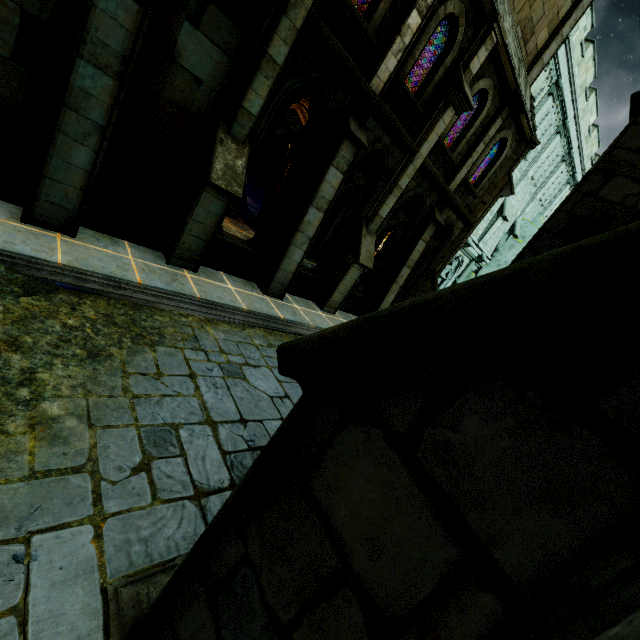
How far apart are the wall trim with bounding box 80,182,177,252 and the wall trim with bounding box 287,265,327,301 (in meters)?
3.14

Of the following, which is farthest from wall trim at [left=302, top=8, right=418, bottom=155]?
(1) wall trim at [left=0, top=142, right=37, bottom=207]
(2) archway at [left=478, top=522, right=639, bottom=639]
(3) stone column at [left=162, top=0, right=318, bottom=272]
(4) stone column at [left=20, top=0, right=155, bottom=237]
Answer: (2) archway at [left=478, top=522, right=639, bottom=639]

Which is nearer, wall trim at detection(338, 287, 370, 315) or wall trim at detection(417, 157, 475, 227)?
wall trim at detection(417, 157, 475, 227)

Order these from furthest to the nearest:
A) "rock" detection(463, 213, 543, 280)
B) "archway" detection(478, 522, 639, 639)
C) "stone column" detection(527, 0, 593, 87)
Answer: "rock" detection(463, 213, 543, 280)
"stone column" detection(527, 0, 593, 87)
"archway" detection(478, 522, 639, 639)

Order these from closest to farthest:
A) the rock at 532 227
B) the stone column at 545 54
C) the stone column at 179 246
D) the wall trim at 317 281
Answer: the stone column at 179 246 < the wall trim at 317 281 < the stone column at 545 54 < the rock at 532 227

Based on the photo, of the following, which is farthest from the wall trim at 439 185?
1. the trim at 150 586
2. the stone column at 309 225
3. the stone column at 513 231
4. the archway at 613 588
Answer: the stone column at 513 231

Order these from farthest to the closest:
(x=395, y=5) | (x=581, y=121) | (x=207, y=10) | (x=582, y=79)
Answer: (x=581, y=121), (x=582, y=79), (x=395, y=5), (x=207, y=10)

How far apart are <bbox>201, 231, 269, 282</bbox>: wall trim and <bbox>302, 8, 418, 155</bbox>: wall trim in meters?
4.2
